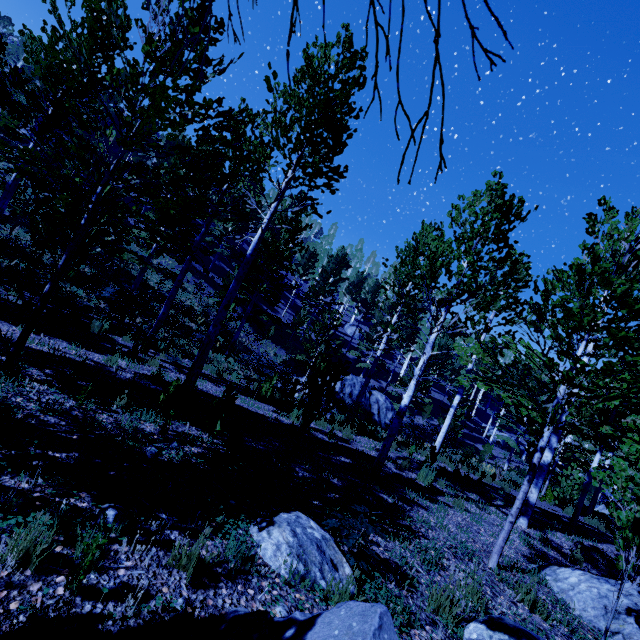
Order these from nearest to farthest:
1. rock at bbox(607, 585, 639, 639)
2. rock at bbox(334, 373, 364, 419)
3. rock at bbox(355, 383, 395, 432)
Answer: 1. rock at bbox(607, 585, 639, 639)
2. rock at bbox(334, 373, 364, 419)
3. rock at bbox(355, 383, 395, 432)

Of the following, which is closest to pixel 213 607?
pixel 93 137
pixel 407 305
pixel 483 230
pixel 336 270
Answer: pixel 93 137

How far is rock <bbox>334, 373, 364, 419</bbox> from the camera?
18.9m

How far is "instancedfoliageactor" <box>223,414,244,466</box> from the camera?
4.1m

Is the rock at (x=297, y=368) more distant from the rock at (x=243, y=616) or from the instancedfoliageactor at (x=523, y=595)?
the rock at (x=243, y=616)

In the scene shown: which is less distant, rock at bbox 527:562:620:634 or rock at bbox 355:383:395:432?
rock at bbox 527:562:620:634

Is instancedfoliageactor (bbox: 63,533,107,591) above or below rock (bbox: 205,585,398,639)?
below

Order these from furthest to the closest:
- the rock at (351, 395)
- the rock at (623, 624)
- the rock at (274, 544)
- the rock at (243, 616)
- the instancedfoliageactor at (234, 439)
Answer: A: the rock at (351, 395), the rock at (623, 624), the instancedfoliageactor at (234, 439), the rock at (274, 544), the rock at (243, 616)
